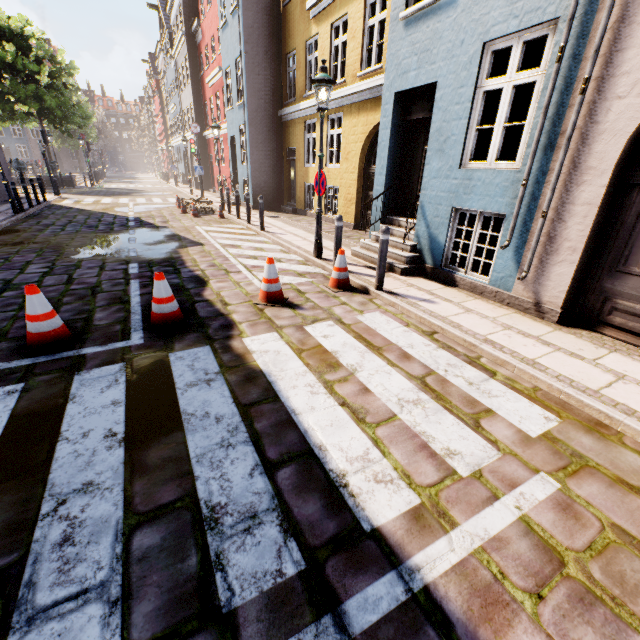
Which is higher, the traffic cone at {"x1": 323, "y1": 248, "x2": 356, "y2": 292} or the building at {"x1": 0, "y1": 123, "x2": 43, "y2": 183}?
the building at {"x1": 0, "y1": 123, "x2": 43, "y2": 183}

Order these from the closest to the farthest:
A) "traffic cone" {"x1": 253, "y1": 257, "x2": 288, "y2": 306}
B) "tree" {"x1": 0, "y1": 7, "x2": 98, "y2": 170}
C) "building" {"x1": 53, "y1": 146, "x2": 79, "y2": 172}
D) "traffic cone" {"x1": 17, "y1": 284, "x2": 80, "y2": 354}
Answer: "traffic cone" {"x1": 17, "y1": 284, "x2": 80, "y2": 354} → "traffic cone" {"x1": 253, "y1": 257, "x2": 288, "y2": 306} → "tree" {"x1": 0, "y1": 7, "x2": 98, "y2": 170} → "building" {"x1": 53, "y1": 146, "x2": 79, "y2": 172}

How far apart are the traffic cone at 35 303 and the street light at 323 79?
5.01m

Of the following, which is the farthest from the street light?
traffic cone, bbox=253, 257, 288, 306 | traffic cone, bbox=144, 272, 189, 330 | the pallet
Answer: the pallet

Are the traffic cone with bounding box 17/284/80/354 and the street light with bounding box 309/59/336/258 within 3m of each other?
no

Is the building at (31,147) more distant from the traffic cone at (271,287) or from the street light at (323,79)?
the traffic cone at (271,287)

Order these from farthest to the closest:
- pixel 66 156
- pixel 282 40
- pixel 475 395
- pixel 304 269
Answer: pixel 66 156
pixel 282 40
pixel 304 269
pixel 475 395

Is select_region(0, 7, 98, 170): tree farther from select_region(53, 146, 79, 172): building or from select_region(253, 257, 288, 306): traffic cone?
select_region(253, 257, 288, 306): traffic cone
